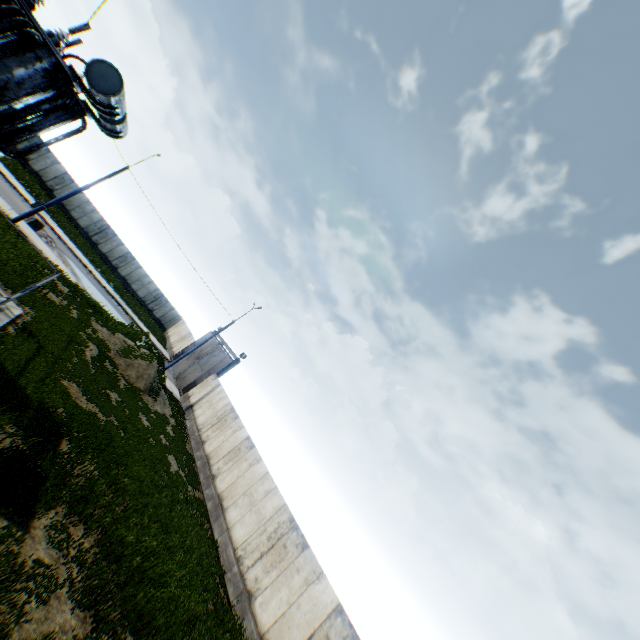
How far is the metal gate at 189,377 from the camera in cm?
3028

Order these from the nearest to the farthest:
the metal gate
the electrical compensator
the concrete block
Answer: the electrical compensator < the concrete block < the metal gate

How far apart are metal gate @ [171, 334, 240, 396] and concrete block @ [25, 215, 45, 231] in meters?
16.6 m

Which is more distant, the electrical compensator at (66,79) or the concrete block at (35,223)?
the concrete block at (35,223)

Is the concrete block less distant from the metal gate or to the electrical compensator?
the metal gate

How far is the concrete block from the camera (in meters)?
23.23

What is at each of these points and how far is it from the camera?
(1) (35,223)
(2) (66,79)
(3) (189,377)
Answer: (1) concrete block, 23.4 meters
(2) electrical compensator, 7.9 meters
(3) metal gate, 31.8 meters

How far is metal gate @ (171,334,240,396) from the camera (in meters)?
30.28
